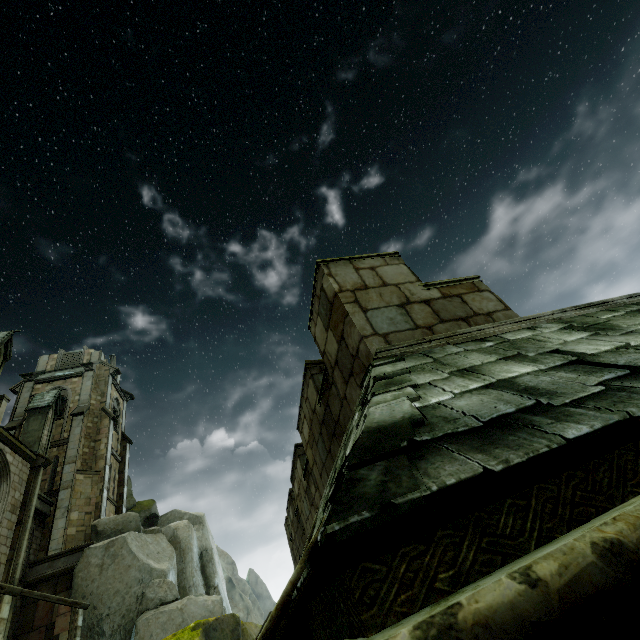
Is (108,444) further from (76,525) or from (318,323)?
(318,323)

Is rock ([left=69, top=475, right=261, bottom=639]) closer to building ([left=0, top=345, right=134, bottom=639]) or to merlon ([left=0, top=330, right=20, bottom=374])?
building ([left=0, top=345, right=134, bottom=639])

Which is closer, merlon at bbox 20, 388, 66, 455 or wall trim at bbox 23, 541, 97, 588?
wall trim at bbox 23, 541, 97, 588

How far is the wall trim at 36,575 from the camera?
17.2m

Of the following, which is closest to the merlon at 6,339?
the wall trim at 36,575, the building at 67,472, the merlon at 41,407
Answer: the merlon at 41,407

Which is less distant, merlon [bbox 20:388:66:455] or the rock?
the rock

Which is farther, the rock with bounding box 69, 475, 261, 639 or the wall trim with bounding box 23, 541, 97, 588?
the wall trim with bounding box 23, 541, 97, 588

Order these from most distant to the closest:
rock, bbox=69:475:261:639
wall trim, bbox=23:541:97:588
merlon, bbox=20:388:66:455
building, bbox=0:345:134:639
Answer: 1. merlon, bbox=20:388:66:455
2. wall trim, bbox=23:541:97:588
3. rock, bbox=69:475:261:639
4. building, bbox=0:345:134:639
